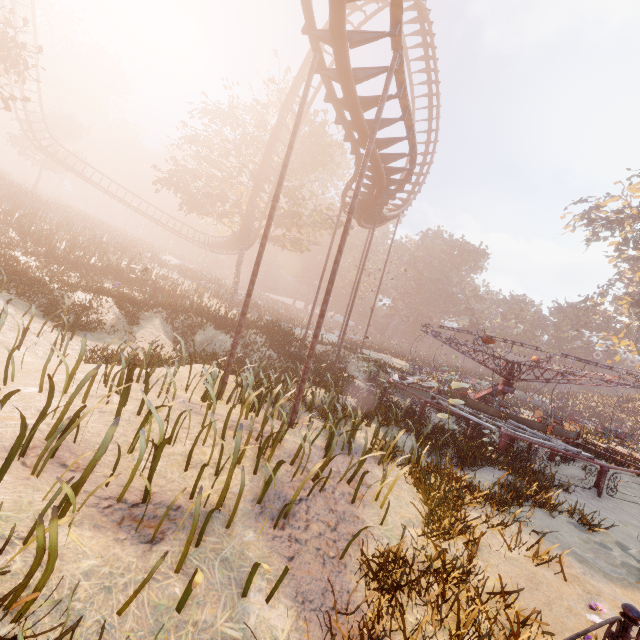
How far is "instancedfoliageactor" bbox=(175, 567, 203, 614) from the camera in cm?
230

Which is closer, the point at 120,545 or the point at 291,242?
the point at 120,545

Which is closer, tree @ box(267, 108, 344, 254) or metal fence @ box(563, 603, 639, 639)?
metal fence @ box(563, 603, 639, 639)

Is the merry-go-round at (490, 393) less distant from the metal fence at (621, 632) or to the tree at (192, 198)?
the metal fence at (621, 632)

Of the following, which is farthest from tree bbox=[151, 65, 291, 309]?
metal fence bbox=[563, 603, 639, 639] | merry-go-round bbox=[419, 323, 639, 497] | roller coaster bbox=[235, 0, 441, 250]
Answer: metal fence bbox=[563, 603, 639, 639]

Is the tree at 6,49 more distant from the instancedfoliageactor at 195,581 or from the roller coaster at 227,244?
the instancedfoliageactor at 195,581

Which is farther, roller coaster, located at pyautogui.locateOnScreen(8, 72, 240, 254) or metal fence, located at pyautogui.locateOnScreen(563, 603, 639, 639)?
roller coaster, located at pyautogui.locateOnScreen(8, 72, 240, 254)

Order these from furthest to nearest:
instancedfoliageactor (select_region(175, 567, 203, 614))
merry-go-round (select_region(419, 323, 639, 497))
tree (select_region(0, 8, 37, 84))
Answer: tree (select_region(0, 8, 37, 84)) → merry-go-round (select_region(419, 323, 639, 497)) → instancedfoliageactor (select_region(175, 567, 203, 614))
